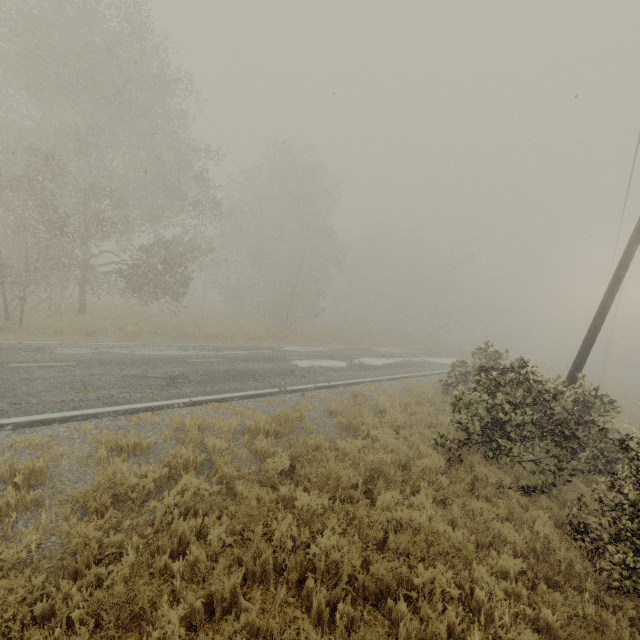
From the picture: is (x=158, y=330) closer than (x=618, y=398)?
Yes

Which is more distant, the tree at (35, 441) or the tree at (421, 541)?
the tree at (35, 441)

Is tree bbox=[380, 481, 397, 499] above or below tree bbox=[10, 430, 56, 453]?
below

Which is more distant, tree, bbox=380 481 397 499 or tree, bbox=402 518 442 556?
tree, bbox=380 481 397 499

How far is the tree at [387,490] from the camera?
5.67m

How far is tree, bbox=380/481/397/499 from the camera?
5.7 meters
